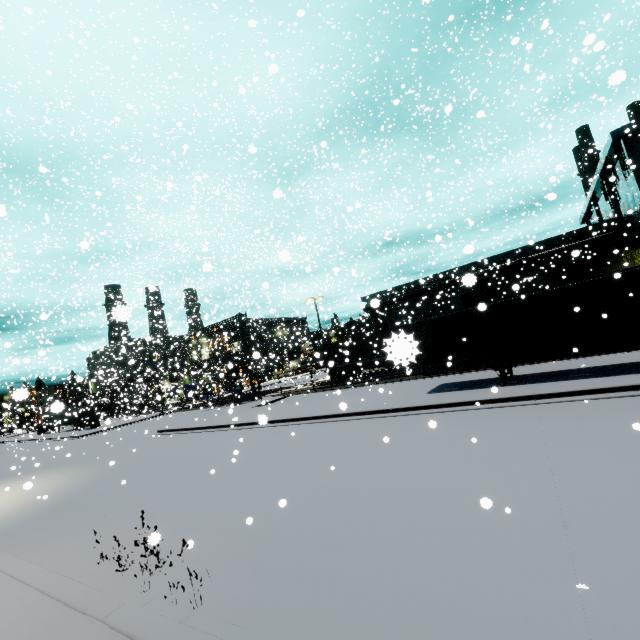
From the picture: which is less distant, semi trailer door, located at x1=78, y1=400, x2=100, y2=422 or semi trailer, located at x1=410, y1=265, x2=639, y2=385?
semi trailer, located at x1=410, y1=265, x2=639, y2=385

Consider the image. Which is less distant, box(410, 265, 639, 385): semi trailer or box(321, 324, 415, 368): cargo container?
box(321, 324, 415, 368): cargo container

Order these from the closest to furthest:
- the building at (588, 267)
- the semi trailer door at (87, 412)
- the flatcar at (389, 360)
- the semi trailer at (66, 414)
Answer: the flatcar at (389, 360) → the building at (588, 267) → the semi trailer at (66, 414) → the semi trailer door at (87, 412)

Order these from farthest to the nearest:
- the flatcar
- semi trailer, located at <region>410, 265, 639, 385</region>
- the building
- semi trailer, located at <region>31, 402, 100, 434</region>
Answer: semi trailer, located at <region>31, 402, 100, 434</region> < the building < semi trailer, located at <region>410, 265, 639, 385</region> < the flatcar

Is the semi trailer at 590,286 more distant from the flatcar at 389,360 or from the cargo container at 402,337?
the flatcar at 389,360

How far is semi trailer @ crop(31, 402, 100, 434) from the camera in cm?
2688

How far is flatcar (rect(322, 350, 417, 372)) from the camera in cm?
115

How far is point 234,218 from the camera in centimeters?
4228cm
